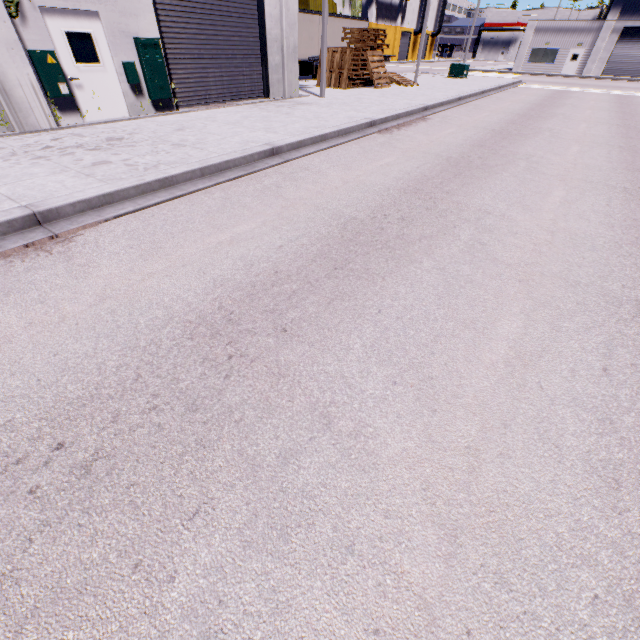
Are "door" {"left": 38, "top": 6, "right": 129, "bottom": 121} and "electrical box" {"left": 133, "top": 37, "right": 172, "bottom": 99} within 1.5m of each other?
yes

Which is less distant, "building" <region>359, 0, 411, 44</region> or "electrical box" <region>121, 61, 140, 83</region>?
"electrical box" <region>121, 61, 140, 83</region>

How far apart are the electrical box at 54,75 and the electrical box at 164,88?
2.4m

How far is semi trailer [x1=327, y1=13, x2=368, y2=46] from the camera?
24.9 meters

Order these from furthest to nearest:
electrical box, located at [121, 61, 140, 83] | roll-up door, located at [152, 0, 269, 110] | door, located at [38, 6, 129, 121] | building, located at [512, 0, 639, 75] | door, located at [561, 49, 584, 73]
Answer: door, located at [561, 49, 584, 73]
building, located at [512, 0, 639, 75]
roll-up door, located at [152, 0, 269, 110]
electrical box, located at [121, 61, 140, 83]
door, located at [38, 6, 129, 121]

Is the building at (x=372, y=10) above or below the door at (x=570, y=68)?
above

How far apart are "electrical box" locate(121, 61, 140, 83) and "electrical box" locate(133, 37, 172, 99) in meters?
0.2 m

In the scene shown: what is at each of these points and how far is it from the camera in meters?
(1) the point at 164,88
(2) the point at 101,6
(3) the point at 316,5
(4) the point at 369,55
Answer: (1) electrical box, 10.8 m
(2) building, 8.9 m
(3) cargo container, 28.8 m
(4) pallet, 18.7 m
